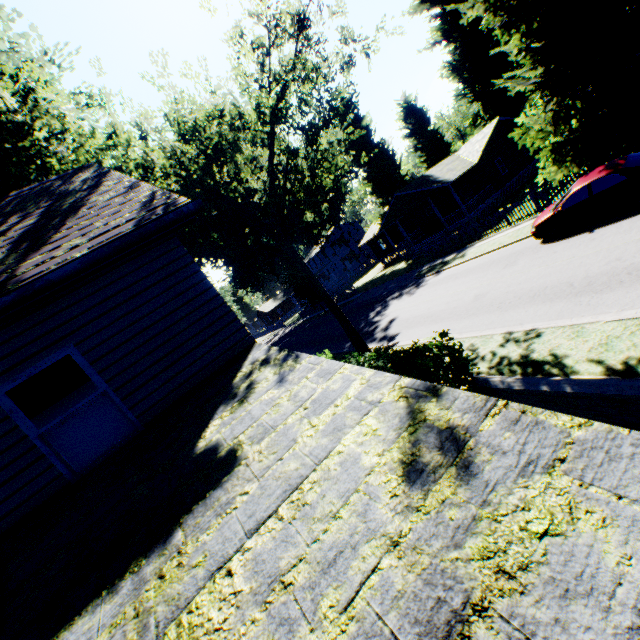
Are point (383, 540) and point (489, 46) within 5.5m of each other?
no

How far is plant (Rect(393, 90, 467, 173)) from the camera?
43.6 meters

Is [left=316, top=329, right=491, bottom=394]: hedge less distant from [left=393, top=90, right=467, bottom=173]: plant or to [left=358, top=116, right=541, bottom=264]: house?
[left=393, top=90, right=467, bottom=173]: plant

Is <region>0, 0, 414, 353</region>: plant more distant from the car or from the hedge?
the hedge

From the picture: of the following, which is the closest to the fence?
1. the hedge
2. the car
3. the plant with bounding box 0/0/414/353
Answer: the plant with bounding box 0/0/414/353

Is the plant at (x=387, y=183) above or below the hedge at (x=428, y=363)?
above

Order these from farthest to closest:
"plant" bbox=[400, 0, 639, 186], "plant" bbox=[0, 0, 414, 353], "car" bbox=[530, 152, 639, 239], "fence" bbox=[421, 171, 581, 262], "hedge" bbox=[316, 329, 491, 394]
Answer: "fence" bbox=[421, 171, 581, 262] → "plant" bbox=[400, 0, 639, 186] → "car" bbox=[530, 152, 639, 239] → "plant" bbox=[0, 0, 414, 353] → "hedge" bbox=[316, 329, 491, 394]

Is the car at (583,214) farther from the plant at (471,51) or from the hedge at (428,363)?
the hedge at (428,363)
